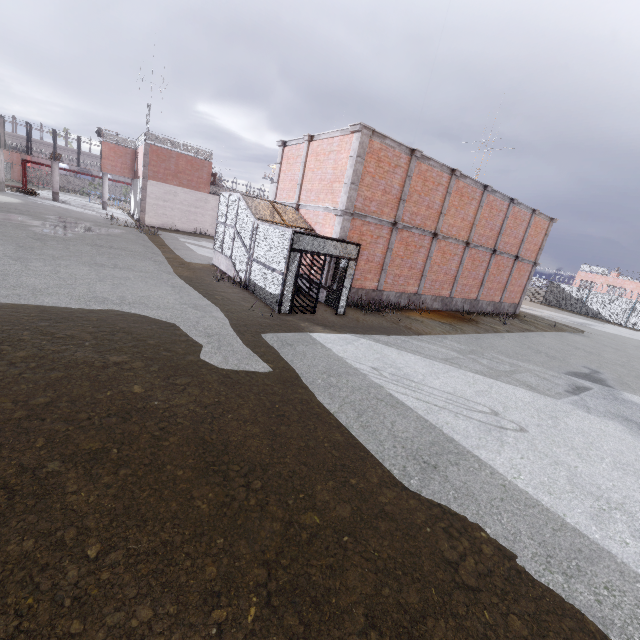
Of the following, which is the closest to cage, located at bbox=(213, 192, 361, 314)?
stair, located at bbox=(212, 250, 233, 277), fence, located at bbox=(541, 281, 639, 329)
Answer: stair, located at bbox=(212, 250, 233, 277)

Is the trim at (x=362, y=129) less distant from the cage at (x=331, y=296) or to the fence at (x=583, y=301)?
the cage at (x=331, y=296)

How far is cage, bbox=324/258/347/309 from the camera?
13.18m

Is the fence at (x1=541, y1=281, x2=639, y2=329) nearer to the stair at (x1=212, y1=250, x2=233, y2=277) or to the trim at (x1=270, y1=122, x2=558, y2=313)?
the trim at (x1=270, y1=122, x2=558, y2=313)

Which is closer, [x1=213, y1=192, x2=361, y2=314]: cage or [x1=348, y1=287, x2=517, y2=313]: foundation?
[x1=213, y1=192, x2=361, y2=314]: cage

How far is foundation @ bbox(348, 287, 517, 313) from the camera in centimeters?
1528cm

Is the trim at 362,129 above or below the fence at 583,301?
above

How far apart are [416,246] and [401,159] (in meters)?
4.17
